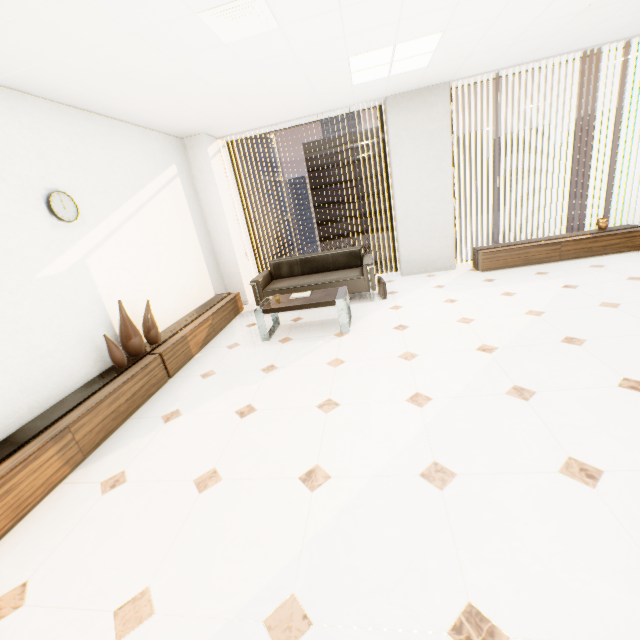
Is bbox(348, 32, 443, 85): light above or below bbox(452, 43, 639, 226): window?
above

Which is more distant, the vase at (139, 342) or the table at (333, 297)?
the table at (333, 297)

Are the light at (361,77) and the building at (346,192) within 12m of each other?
no

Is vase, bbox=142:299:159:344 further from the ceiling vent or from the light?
the light

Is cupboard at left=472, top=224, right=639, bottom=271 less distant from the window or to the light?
the window

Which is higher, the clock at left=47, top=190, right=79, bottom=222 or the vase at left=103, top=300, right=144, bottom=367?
the clock at left=47, top=190, right=79, bottom=222

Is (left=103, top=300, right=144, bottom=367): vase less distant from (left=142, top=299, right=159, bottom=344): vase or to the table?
(left=142, top=299, right=159, bottom=344): vase

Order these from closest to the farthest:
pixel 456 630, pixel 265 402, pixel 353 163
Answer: pixel 456 630 → pixel 265 402 → pixel 353 163
